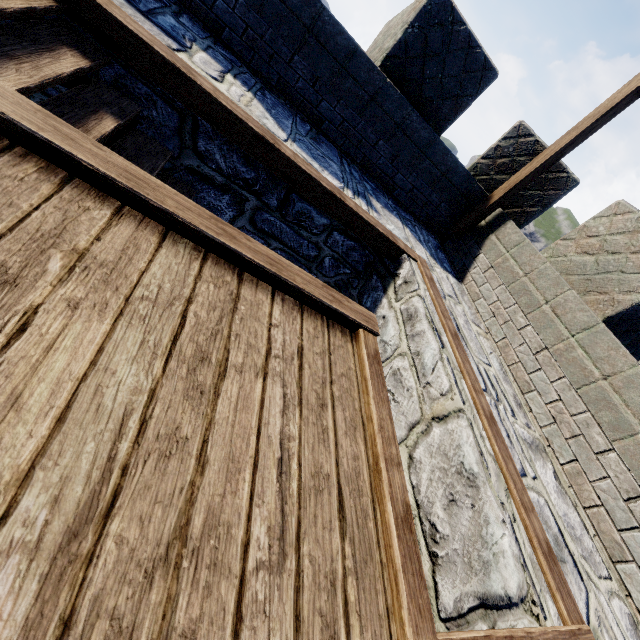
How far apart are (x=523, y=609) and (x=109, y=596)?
2.0m

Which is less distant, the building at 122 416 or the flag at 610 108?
the building at 122 416

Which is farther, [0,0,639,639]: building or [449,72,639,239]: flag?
[449,72,639,239]: flag
